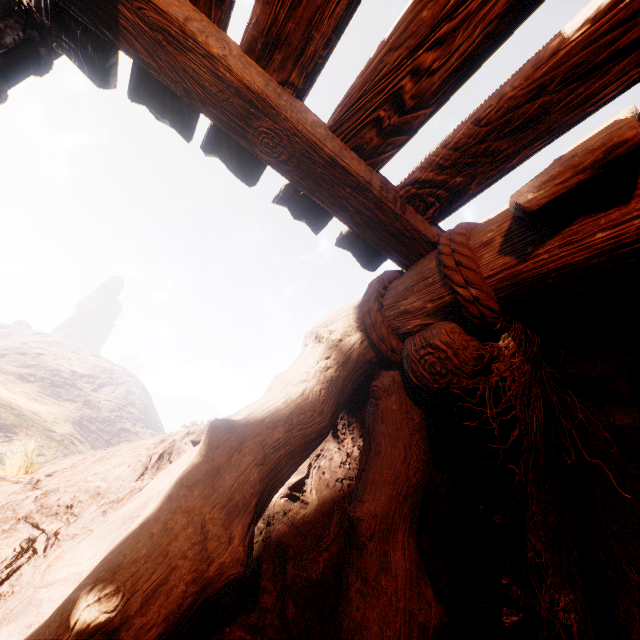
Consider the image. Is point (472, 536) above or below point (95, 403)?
below
